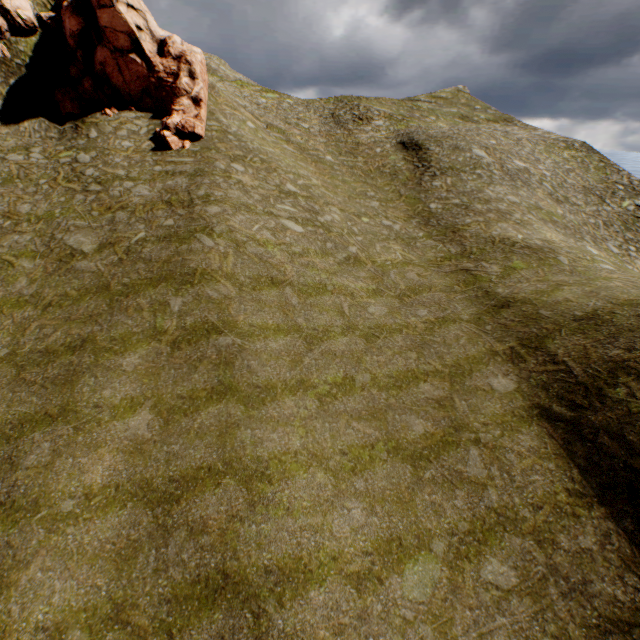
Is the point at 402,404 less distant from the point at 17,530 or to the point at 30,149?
the point at 17,530
